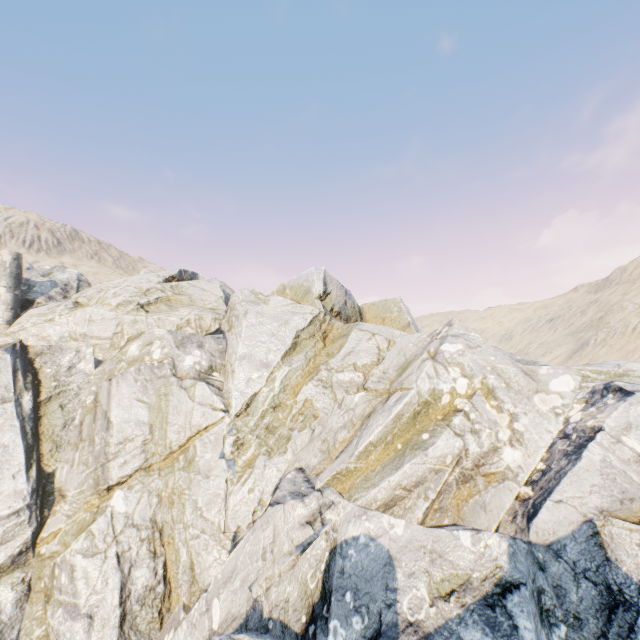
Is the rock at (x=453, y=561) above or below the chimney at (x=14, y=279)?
below

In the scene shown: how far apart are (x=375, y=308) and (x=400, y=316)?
1.94m

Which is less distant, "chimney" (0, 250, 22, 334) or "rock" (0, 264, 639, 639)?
"rock" (0, 264, 639, 639)

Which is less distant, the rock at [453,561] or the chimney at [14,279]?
the rock at [453,561]

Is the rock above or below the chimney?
below
